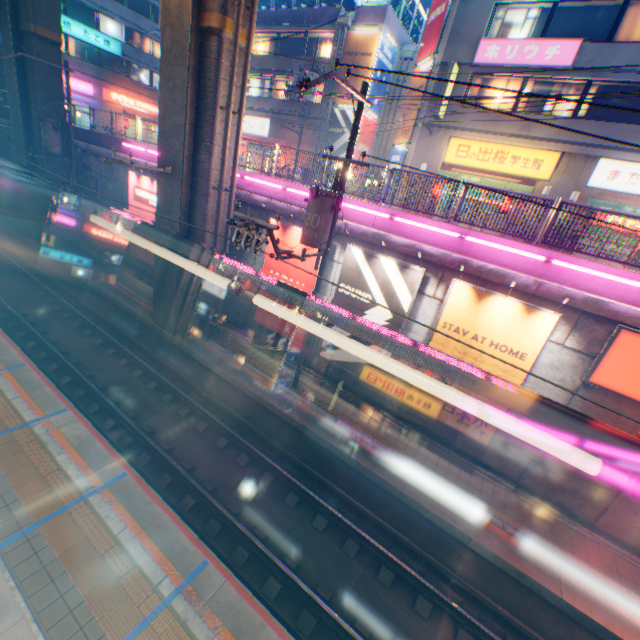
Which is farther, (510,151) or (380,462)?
(510,151)

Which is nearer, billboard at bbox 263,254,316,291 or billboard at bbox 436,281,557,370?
billboard at bbox 436,281,557,370

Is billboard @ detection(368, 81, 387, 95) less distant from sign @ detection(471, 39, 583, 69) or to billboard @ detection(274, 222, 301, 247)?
sign @ detection(471, 39, 583, 69)

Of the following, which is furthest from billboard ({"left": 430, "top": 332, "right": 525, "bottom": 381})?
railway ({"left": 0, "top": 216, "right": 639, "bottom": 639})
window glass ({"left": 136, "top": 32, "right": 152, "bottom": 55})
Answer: window glass ({"left": 136, "top": 32, "right": 152, "bottom": 55})

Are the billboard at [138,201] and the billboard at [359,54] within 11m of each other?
no

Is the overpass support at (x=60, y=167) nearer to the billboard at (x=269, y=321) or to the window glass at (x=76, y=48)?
the billboard at (x=269, y=321)

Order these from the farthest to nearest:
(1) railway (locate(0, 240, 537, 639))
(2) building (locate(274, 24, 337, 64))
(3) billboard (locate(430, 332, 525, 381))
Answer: (2) building (locate(274, 24, 337, 64)), (3) billboard (locate(430, 332, 525, 381)), (1) railway (locate(0, 240, 537, 639))

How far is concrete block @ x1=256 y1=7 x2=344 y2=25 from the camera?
23.2m
